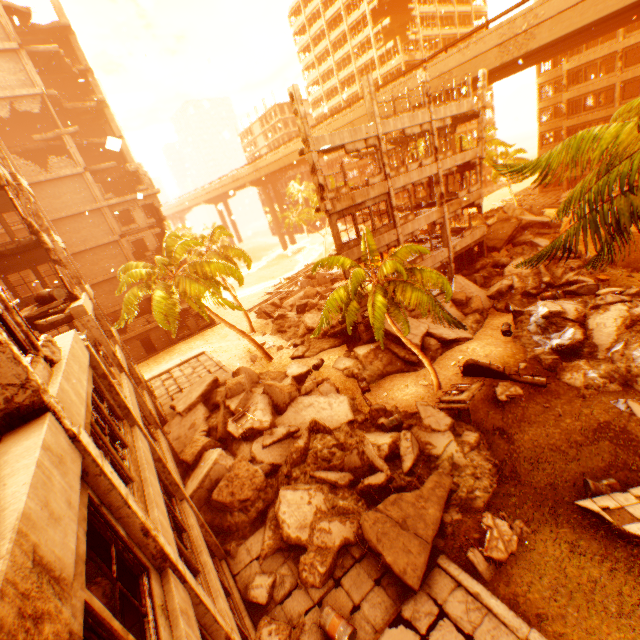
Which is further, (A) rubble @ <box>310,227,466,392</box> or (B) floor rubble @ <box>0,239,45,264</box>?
(B) floor rubble @ <box>0,239,45,264</box>

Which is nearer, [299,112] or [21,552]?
[21,552]

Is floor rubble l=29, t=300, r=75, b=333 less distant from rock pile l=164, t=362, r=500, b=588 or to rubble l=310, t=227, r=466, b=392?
rubble l=310, t=227, r=466, b=392

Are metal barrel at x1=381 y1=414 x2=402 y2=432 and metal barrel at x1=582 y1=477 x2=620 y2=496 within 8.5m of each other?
yes

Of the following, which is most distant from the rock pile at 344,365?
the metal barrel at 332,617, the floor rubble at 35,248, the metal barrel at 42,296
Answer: the floor rubble at 35,248

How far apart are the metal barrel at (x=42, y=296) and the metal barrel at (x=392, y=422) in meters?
14.0

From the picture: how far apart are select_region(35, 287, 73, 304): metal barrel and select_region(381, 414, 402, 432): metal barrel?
14.0 meters

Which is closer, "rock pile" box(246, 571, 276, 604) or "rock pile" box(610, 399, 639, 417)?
"rock pile" box(246, 571, 276, 604)
